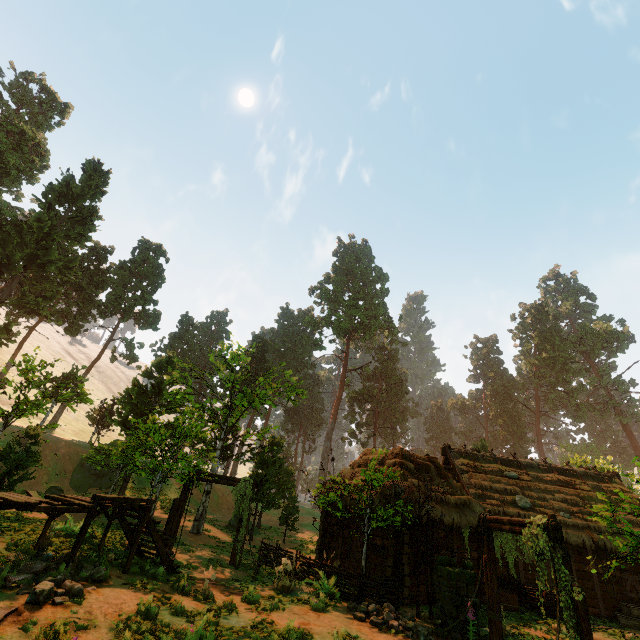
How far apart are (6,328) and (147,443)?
22.2m

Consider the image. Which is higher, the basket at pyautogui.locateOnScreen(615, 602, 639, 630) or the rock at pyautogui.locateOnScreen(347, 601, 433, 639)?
the basket at pyautogui.locateOnScreen(615, 602, 639, 630)

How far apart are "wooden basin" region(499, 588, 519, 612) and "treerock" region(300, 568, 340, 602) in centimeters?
792cm

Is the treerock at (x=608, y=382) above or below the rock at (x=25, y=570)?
above

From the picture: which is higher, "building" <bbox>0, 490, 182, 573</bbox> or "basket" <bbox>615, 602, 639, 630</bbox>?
"building" <bbox>0, 490, 182, 573</bbox>

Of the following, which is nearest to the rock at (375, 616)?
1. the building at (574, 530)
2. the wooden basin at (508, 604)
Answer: the building at (574, 530)

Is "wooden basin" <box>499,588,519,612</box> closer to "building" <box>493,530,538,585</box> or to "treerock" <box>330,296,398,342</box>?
"building" <box>493,530,538,585</box>

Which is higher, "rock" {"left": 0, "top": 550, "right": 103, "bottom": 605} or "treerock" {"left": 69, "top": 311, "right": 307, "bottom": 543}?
"treerock" {"left": 69, "top": 311, "right": 307, "bottom": 543}
